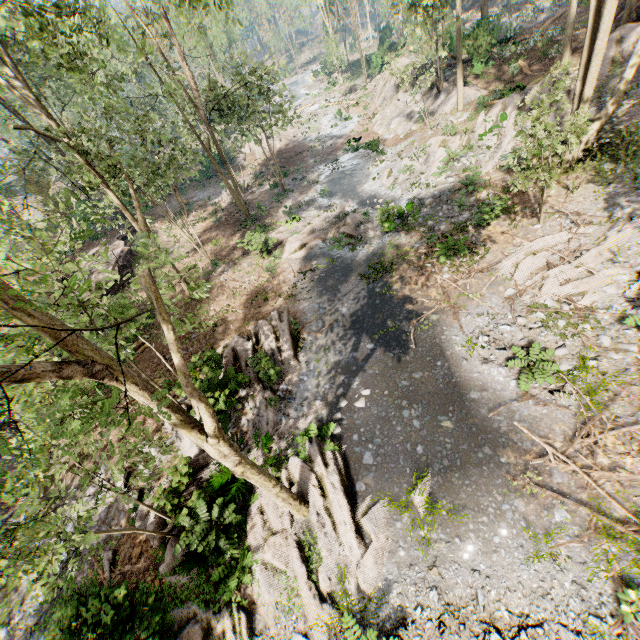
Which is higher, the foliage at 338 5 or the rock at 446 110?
the foliage at 338 5

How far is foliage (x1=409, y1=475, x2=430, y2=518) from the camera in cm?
842

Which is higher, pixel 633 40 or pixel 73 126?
pixel 73 126

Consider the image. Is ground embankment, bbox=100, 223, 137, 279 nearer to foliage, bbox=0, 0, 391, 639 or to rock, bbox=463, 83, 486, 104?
foliage, bbox=0, 0, 391, 639

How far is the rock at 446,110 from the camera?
23.75m

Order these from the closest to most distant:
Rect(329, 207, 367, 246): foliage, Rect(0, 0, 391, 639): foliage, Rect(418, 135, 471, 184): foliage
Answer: Rect(0, 0, 391, 639): foliage
Rect(329, 207, 367, 246): foliage
Rect(418, 135, 471, 184): foliage

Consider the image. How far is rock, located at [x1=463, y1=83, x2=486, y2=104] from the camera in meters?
23.3 m
